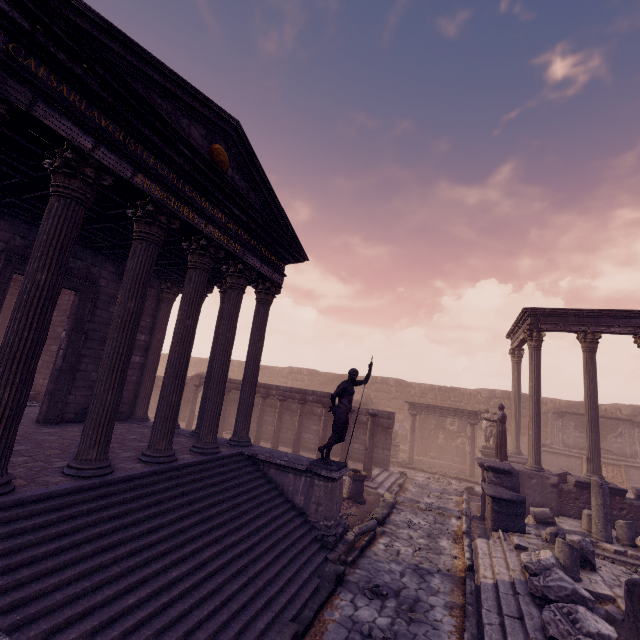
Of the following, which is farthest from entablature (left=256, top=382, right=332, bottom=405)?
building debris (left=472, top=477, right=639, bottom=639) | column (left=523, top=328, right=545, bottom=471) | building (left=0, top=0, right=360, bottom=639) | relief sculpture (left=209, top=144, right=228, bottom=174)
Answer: relief sculpture (left=209, top=144, right=228, bottom=174)

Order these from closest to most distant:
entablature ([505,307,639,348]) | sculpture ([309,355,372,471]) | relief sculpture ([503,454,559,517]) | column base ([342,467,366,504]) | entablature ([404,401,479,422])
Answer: sculpture ([309,355,372,471])
column base ([342,467,366,504])
relief sculpture ([503,454,559,517])
entablature ([505,307,639,348])
entablature ([404,401,479,422])

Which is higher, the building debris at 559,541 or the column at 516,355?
the column at 516,355

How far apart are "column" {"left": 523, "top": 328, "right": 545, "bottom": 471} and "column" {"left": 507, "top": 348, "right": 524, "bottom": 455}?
4.22m

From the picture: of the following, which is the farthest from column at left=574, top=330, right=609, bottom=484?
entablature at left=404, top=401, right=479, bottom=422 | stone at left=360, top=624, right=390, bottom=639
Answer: stone at left=360, top=624, right=390, bottom=639

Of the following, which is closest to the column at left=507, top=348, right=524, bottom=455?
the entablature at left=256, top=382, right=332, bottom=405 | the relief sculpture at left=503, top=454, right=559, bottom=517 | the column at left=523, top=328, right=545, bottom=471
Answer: the relief sculpture at left=503, top=454, right=559, bottom=517

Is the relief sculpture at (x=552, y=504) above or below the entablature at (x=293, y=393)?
below

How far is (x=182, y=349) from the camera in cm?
709
